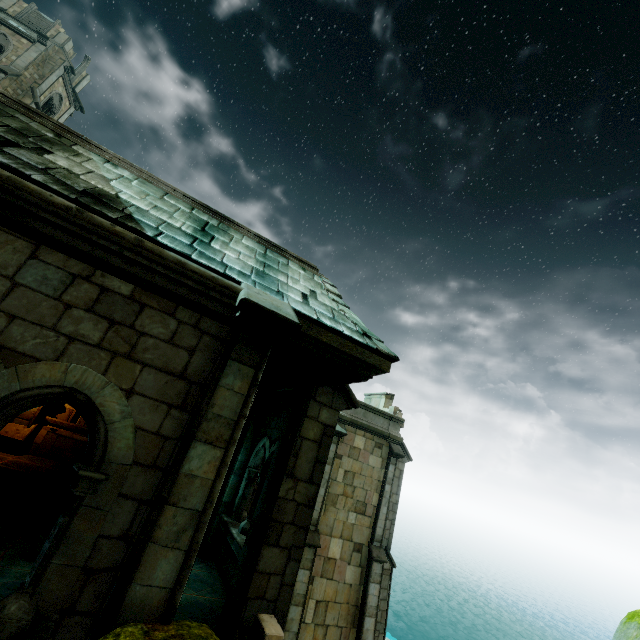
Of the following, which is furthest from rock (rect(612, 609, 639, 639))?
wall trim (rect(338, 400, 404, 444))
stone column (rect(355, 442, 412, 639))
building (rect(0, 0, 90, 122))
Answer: building (rect(0, 0, 90, 122))

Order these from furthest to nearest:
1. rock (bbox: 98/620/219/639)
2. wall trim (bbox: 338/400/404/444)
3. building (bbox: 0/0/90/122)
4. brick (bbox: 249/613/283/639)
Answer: building (bbox: 0/0/90/122) < wall trim (bbox: 338/400/404/444) < brick (bbox: 249/613/283/639) < rock (bbox: 98/620/219/639)

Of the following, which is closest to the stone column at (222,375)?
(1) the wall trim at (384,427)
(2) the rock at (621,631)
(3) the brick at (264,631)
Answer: (2) the rock at (621,631)

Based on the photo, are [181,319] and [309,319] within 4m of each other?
yes

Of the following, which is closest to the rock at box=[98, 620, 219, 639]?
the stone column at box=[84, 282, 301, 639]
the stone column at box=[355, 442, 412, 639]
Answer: the stone column at box=[84, 282, 301, 639]

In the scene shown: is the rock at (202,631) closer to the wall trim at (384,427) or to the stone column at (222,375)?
the stone column at (222,375)

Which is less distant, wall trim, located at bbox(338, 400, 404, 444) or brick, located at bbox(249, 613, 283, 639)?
brick, located at bbox(249, 613, 283, 639)

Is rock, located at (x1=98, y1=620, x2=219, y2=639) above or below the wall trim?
below
